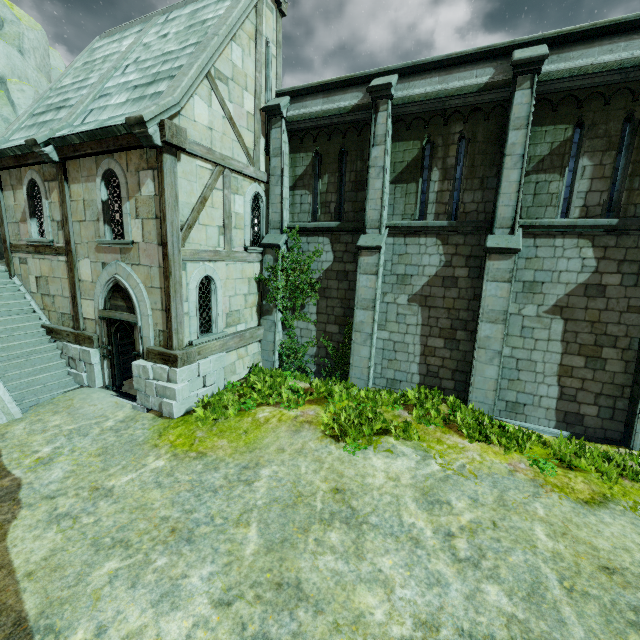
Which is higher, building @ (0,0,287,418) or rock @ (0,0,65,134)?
rock @ (0,0,65,134)

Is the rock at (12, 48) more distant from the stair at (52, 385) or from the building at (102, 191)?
the building at (102, 191)

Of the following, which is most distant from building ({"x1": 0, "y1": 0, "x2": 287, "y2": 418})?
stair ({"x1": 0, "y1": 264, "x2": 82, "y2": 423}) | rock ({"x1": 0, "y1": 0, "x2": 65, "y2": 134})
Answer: rock ({"x1": 0, "y1": 0, "x2": 65, "y2": 134})

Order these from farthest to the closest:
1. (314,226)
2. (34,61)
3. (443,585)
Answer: (34,61) < (314,226) < (443,585)

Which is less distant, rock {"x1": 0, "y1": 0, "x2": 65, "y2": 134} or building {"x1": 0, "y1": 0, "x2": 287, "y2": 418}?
building {"x1": 0, "y1": 0, "x2": 287, "y2": 418}

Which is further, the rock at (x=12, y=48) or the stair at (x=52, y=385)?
the rock at (x=12, y=48)

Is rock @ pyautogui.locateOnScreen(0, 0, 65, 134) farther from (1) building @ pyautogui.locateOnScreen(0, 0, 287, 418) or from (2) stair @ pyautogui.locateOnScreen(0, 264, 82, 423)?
(1) building @ pyautogui.locateOnScreen(0, 0, 287, 418)
